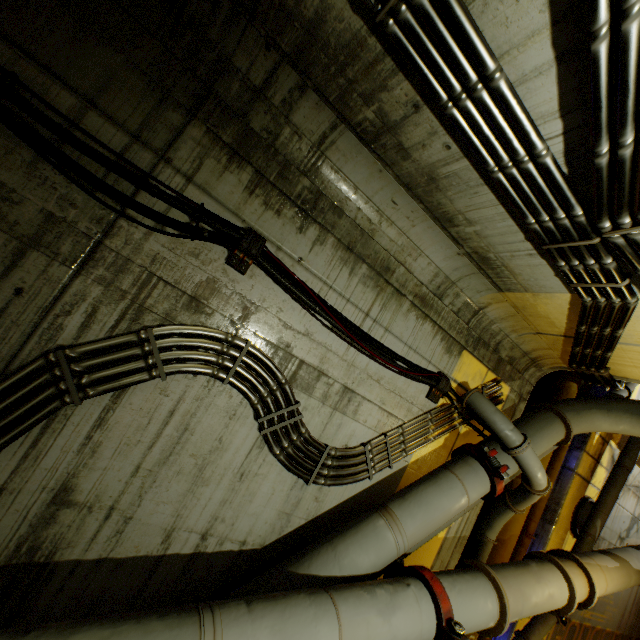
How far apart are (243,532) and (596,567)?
4.97m

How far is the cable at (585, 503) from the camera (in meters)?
6.30

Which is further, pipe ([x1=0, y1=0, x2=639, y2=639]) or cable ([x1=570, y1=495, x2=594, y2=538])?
cable ([x1=570, y1=495, x2=594, y2=538])

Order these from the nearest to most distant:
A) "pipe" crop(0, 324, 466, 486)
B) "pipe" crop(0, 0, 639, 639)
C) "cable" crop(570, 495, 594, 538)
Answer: "pipe" crop(0, 0, 639, 639) < "pipe" crop(0, 324, 466, 486) < "cable" crop(570, 495, 594, 538)

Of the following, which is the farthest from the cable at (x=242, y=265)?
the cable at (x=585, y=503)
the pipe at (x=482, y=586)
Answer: the cable at (x=585, y=503)

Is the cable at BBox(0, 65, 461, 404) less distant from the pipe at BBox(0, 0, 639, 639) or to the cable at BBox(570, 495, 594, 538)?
the pipe at BBox(0, 0, 639, 639)

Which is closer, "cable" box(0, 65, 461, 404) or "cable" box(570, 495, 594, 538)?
"cable" box(0, 65, 461, 404)
